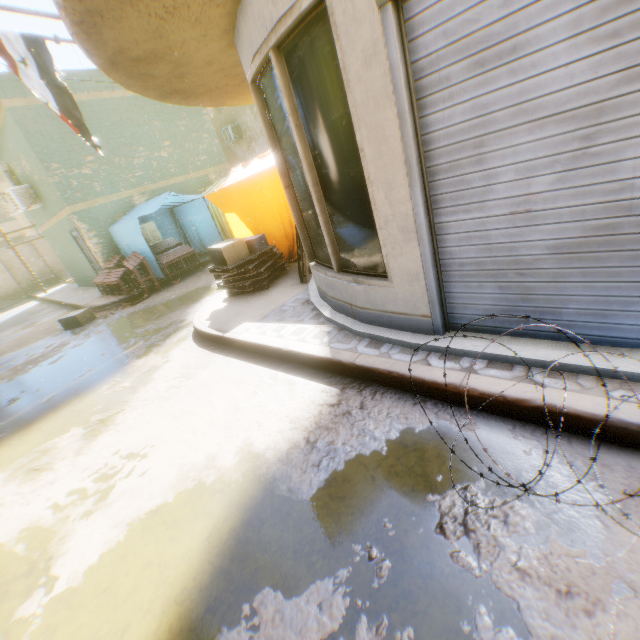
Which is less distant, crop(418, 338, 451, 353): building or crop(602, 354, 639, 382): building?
crop(602, 354, 639, 382): building

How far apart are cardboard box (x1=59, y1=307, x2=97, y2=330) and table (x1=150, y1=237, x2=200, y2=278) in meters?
2.3

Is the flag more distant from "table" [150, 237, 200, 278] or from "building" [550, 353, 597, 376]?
"table" [150, 237, 200, 278]

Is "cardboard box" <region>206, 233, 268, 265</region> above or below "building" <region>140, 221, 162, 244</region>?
below

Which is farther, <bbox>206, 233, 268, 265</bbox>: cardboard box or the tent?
the tent

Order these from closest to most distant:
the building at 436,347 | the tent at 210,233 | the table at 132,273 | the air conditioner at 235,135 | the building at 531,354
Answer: the building at 531,354, the building at 436,347, the tent at 210,233, the table at 132,273, the air conditioner at 235,135

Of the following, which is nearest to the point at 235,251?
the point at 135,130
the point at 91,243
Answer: the point at 91,243

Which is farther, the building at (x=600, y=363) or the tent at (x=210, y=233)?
the tent at (x=210, y=233)
